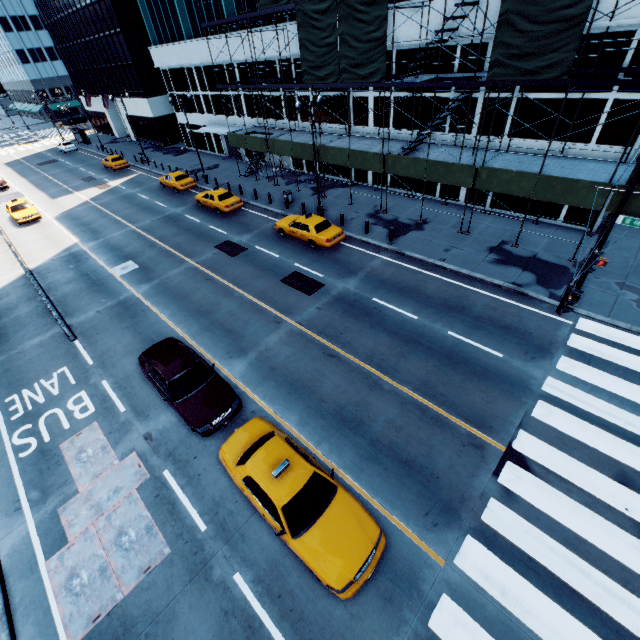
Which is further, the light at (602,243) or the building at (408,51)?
the building at (408,51)

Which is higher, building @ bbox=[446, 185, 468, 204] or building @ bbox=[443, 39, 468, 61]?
building @ bbox=[443, 39, 468, 61]

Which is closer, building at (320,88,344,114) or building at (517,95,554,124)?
building at (517,95,554,124)

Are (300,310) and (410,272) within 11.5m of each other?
yes

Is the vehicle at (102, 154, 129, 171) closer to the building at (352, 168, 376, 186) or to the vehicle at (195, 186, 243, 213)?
the building at (352, 168, 376, 186)

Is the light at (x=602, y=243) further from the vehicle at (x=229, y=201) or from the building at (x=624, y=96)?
the vehicle at (x=229, y=201)

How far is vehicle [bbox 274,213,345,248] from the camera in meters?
19.7
